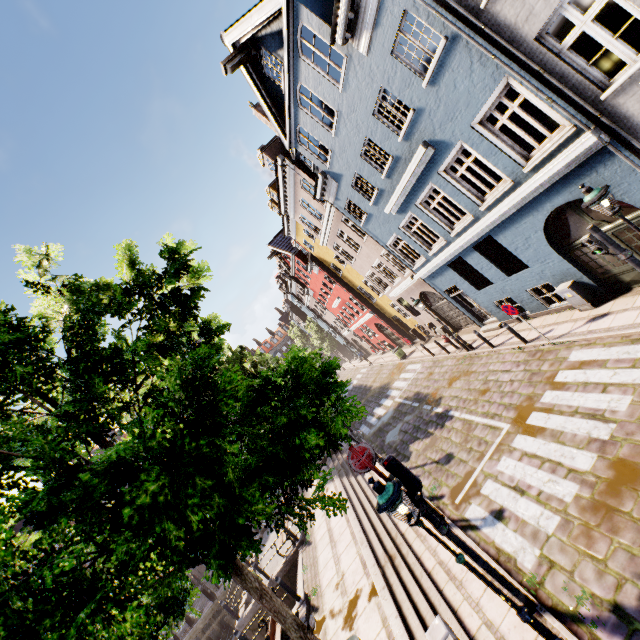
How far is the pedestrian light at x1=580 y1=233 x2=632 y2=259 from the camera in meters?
6.9

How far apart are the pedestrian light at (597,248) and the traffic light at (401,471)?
6.4 meters

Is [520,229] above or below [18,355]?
below

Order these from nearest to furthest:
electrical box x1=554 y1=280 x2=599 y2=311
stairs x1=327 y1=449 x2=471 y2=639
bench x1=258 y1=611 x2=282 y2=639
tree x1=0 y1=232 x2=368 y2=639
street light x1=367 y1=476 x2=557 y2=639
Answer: tree x1=0 y1=232 x2=368 y2=639 < street light x1=367 y1=476 x2=557 y2=639 < stairs x1=327 y1=449 x2=471 y2=639 < bench x1=258 y1=611 x2=282 y2=639 < electrical box x1=554 y1=280 x2=599 y2=311

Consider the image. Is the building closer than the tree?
No

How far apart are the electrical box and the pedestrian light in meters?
3.1

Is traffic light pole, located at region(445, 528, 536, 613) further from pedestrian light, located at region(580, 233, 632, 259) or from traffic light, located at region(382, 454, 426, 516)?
pedestrian light, located at region(580, 233, 632, 259)

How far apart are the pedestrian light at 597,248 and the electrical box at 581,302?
3.1m
